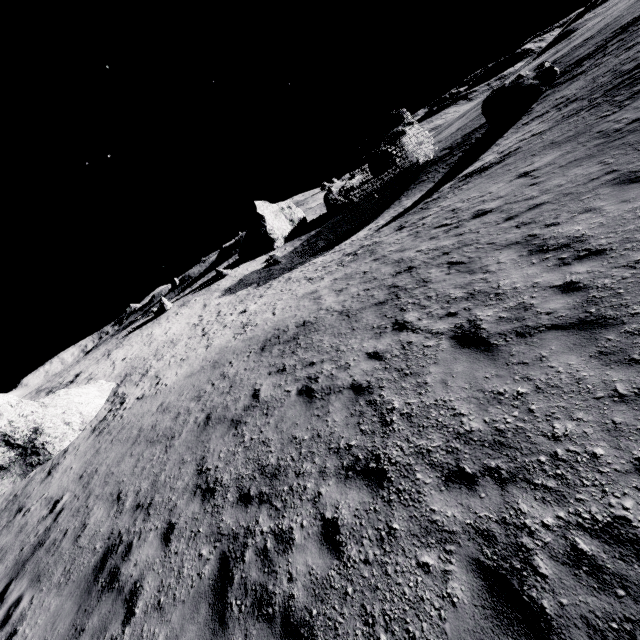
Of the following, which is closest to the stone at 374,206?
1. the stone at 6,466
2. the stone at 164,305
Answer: the stone at 164,305

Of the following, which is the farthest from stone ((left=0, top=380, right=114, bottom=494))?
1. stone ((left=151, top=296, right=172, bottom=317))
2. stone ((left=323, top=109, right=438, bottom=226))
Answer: stone ((left=323, top=109, right=438, bottom=226))

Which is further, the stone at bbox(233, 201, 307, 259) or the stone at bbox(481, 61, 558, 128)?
the stone at bbox(233, 201, 307, 259)

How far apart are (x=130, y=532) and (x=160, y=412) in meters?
6.4

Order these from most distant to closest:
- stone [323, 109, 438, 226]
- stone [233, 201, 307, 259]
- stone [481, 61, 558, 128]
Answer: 1. stone [233, 201, 307, 259]
2. stone [323, 109, 438, 226]
3. stone [481, 61, 558, 128]

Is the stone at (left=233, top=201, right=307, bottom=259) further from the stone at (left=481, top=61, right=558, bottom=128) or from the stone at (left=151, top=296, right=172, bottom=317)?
the stone at (left=481, top=61, right=558, bottom=128)

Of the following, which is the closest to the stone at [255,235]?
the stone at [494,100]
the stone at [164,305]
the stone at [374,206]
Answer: the stone at [374,206]

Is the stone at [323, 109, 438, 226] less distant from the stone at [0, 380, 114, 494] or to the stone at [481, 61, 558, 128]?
the stone at [481, 61, 558, 128]
